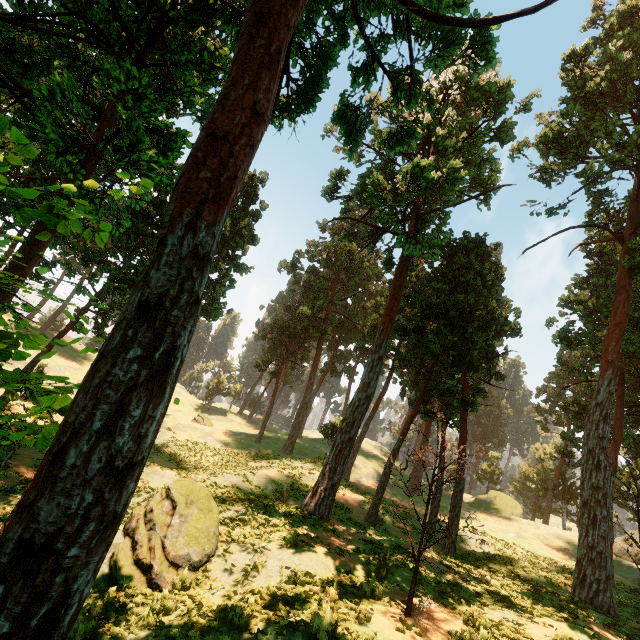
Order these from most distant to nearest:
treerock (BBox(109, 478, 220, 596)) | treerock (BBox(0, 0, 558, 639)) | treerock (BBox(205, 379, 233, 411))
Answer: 1. treerock (BBox(205, 379, 233, 411))
2. treerock (BBox(109, 478, 220, 596))
3. treerock (BBox(0, 0, 558, 639))

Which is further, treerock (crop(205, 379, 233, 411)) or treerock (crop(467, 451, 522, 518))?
treerock (crop(205, 379, 233, 411))

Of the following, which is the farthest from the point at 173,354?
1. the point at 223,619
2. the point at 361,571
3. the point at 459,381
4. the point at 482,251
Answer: the point at 482,251

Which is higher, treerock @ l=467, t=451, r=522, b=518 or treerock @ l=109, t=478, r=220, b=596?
treerock @ l=467, t=451, r=522, b=518

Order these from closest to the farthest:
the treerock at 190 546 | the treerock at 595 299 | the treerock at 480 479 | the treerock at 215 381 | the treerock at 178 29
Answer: the treerock at 178 29
the treerock at 190 546
the treerock at 595 299
the treerock at 480 479
the treerock at 215 381

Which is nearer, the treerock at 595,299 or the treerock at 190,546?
the treerock at 190,546

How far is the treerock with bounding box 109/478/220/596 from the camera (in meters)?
9.74
